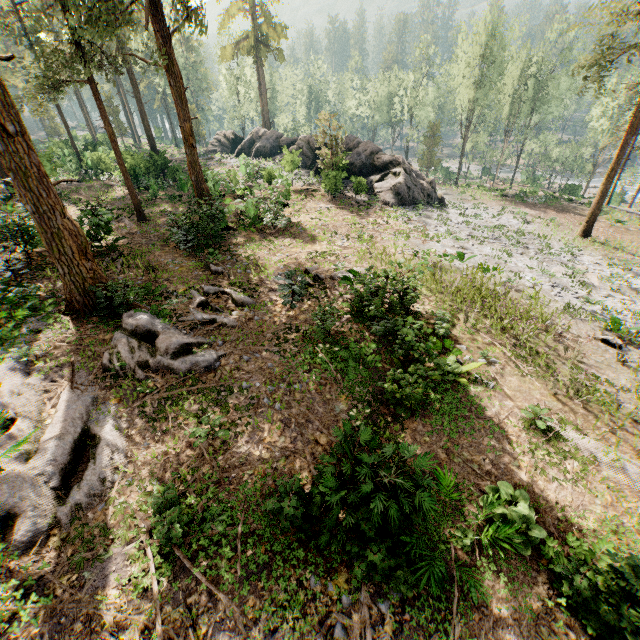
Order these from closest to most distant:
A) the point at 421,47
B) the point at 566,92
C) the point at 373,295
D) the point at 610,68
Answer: the point at 373,295
the point at 610,68
the point at 566,92
the point at 421,47

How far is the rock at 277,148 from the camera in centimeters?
2874cm

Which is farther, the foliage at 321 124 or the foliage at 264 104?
the foliage at 264 104

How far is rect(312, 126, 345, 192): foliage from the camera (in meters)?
25.59

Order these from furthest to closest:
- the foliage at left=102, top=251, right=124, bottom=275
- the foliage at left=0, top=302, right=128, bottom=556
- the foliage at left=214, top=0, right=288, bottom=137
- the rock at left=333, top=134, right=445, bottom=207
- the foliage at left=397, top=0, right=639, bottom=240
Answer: the foliage at left=214, top=0, right=288, bottom=137, the rock at left=333, top=134, right=445, bottom=207, the foliage at left=397, top=0, right=639, bottom=240, the foliage at left=102, top=251, right=124, bottom=275, the foliage at left=0, top=302, right=128, bottom=556

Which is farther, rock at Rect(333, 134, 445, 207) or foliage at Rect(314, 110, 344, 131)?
rock at Rect(333, 134, 445, 207)

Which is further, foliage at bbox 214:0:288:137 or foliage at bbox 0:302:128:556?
foliage at bbox 214:0:288:137
